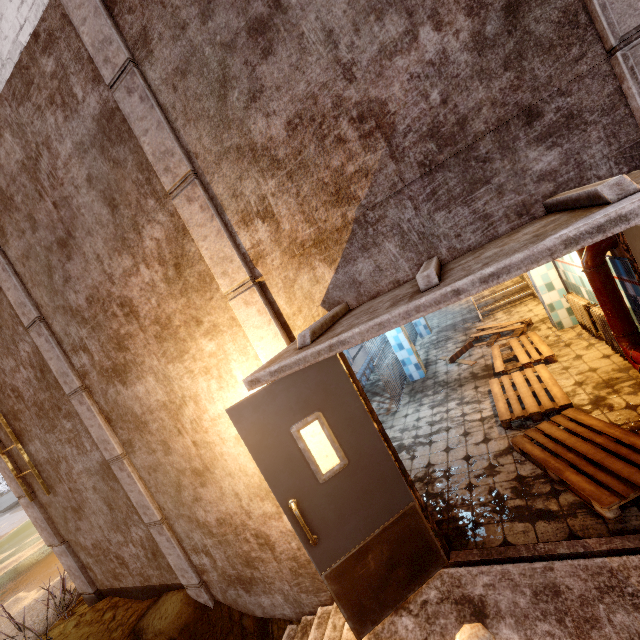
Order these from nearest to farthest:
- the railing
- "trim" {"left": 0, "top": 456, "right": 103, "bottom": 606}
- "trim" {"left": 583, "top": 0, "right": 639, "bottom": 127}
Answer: the railing, "trim" {"left": 583, "top": 0, "right": 639, "bottom": 127}, "trim" {"left": 0, "top": 456, "right": 103, "bottom": 606}

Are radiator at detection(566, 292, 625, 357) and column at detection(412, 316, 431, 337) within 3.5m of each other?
no

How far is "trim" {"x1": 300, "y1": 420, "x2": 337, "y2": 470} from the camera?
2.9m

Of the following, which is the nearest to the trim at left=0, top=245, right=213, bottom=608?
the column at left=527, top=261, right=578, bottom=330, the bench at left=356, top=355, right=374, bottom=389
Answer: the column at left=527, top=261, right=578, bottom=330

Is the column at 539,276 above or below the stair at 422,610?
above

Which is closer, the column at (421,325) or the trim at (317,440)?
the trim at (317,440)

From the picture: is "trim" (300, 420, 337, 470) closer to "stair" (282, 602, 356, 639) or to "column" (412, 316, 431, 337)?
"stair" (282, 602, 356, 639)

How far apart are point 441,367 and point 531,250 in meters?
6.2
